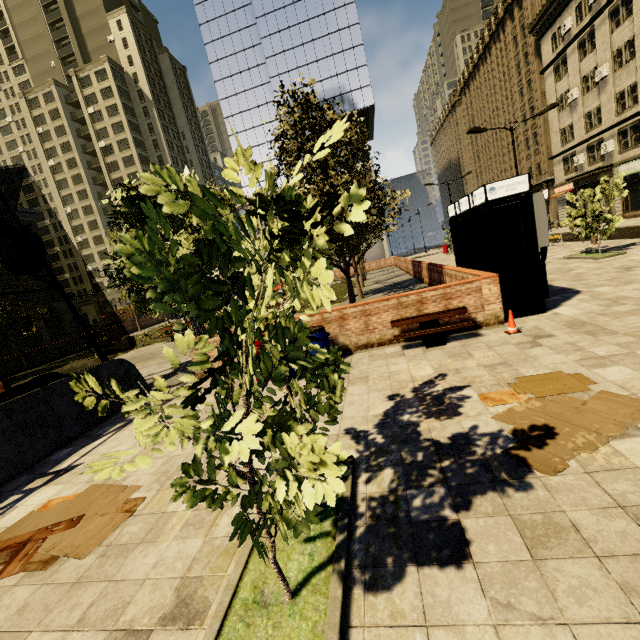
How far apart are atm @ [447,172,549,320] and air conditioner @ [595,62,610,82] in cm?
3122

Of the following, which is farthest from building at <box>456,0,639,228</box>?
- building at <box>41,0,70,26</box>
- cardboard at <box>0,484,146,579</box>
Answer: cardboard at <box>0,484,146,579</box>

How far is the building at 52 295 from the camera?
45.9 meters

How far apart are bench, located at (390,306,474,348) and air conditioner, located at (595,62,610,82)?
34.26m

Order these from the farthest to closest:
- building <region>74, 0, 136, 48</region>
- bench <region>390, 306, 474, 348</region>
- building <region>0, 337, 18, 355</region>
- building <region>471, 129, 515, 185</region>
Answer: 1. building <region>74, 0, 136, 48</region>
2. building <region>471, 129, 515, 185</region>
3. building <region>0, 337, 18, 355</region>
4. bench <region>390, 306, 474, 348</region>

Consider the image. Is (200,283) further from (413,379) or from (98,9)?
(98,9)

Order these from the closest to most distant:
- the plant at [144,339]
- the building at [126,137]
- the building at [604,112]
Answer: the plant at [144,339]
the building at [604,112]
the building at [126,137]

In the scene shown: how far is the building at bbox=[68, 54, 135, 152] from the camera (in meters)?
58.06
